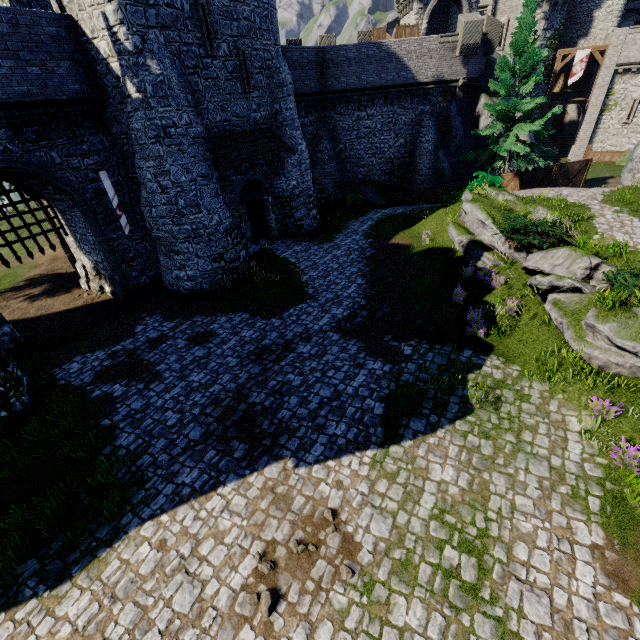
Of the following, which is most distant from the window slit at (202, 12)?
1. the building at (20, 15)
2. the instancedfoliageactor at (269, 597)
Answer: the instancedfoliageactor at (269, 597)

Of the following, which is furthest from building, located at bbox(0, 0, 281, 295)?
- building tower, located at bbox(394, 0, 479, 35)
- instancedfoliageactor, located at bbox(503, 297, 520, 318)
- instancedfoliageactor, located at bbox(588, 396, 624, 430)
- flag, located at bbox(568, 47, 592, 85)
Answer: flag, located at bbox(568, 47, 592, 85)

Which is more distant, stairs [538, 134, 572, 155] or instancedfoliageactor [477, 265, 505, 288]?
stairs [538, 134, 572, 155]

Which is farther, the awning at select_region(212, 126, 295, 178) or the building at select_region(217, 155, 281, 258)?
the building at select_region(217, 155, 281, 258)

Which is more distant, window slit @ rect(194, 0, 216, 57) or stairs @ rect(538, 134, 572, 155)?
stairs @ rect(538, 134, 572, 155)

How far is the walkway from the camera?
30.4 meters

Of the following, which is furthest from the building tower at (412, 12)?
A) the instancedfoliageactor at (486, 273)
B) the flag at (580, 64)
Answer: the instancedfoliageactor at (486, 273)

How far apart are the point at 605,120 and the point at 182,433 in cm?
4666
